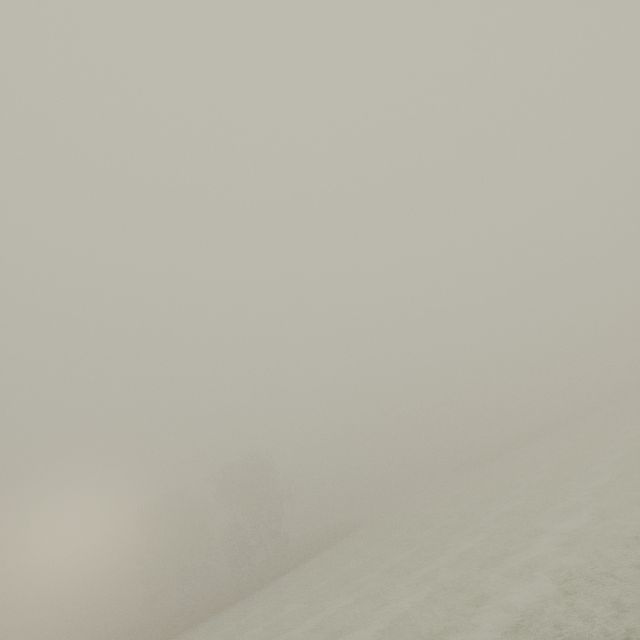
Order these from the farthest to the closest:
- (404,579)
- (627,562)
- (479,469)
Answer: (479,469), (404,579), (627,562)
